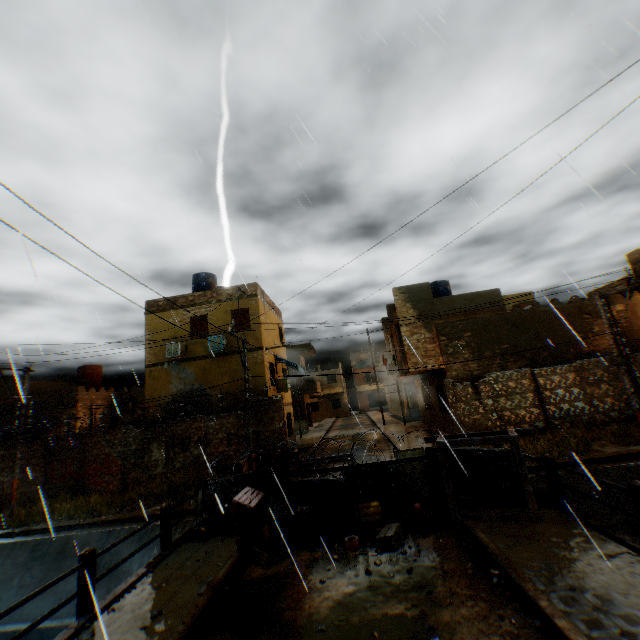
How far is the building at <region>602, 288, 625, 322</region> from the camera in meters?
16.7

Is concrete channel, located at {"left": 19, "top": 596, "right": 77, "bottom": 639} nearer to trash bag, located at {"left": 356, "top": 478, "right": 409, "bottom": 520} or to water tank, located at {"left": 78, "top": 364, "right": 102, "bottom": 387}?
trash bag, located at {"left": 356, "top": 478, "right": 409, "bottom": 520}

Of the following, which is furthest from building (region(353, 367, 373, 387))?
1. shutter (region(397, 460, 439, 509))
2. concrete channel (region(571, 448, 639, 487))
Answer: shutter (region(397, 460, 439, 509))

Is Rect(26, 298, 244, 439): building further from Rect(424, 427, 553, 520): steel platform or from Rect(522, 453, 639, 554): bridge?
Rect(424, 427, 553, 520): steel platform

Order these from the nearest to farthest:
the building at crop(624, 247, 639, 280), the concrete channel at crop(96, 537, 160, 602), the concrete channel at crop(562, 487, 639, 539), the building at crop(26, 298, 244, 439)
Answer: the concrete channel at crop(562, 487, 639, 539), the concrete channel at crop(96, 537, 160, 602), the building at crop(624, 247, 639, 280), the building at crop(26, 298, 244, 439)

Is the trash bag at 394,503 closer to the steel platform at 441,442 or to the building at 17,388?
the steel platform at 441,442

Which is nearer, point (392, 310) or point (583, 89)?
point (583, 89)

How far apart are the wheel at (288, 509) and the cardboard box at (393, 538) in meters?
2.3
